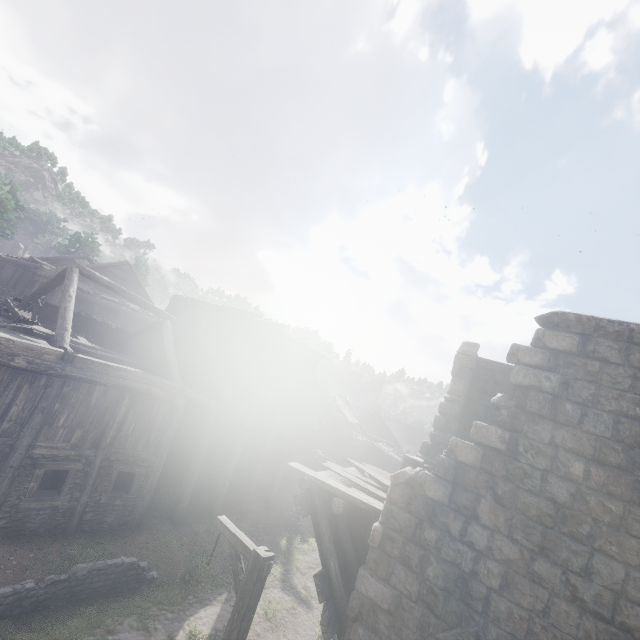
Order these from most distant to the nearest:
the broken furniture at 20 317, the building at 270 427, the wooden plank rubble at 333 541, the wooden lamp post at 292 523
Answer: the wooden lamp post at 292 523 → the broken furniture at 20 317 → the wooden plank rubble at 333 541 → the building at 270 427

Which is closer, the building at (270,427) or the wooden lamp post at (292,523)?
the building at (270,427)

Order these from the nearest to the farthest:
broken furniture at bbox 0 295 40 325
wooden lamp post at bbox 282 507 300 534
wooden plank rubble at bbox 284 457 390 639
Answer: wooden plank rubble at bbox 284 457 390 639
broken furniture at bbox 0 295 40 325
wooden lamp post at bbox 282 507 300 534

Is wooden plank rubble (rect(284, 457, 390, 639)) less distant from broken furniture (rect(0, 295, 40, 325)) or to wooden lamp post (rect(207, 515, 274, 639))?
wooden lamp post (rect(207, 515, 274, 639))

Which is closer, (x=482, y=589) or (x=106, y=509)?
(x=482, y=589)

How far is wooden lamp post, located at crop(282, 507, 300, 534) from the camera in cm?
1880

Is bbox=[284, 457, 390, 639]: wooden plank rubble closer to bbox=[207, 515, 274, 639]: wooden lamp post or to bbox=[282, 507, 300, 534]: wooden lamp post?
bbox=[207, 515, 274, 639]: wooden lamp post

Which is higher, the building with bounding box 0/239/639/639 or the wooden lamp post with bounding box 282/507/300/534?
the building with bounding box 0/239/639/639
